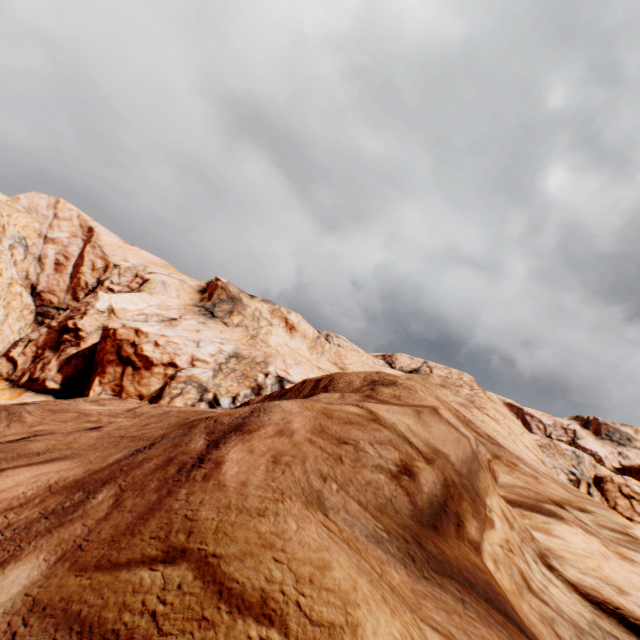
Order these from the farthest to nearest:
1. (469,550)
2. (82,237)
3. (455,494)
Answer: (82,237) → (455,494) → (469,550)
